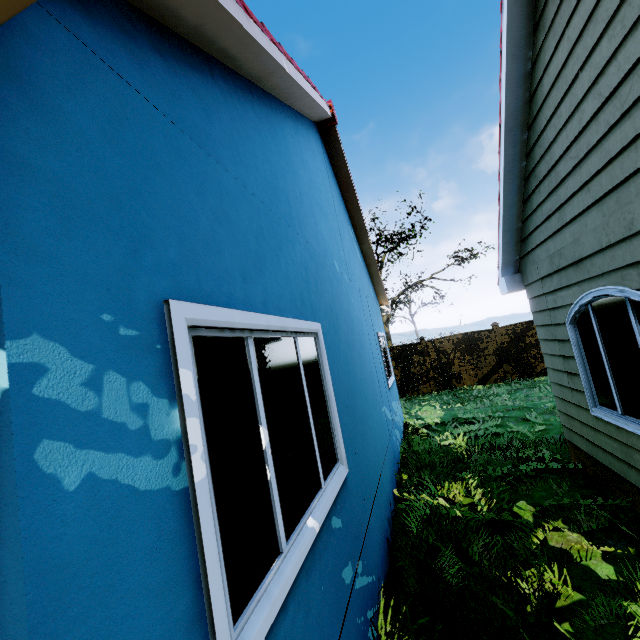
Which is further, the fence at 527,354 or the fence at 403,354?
the fence at 403,354

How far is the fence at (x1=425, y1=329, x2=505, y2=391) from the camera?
13.8 meters

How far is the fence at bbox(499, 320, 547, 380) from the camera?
13.3m

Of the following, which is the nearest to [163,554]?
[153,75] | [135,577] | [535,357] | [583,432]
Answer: [135,577]

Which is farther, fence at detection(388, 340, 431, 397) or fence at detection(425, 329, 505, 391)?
fence at detection(388, 340, 431, 397)

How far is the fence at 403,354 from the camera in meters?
14.6

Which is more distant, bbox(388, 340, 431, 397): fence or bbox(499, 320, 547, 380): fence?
bbox(388, 340, 431, 397): fence
